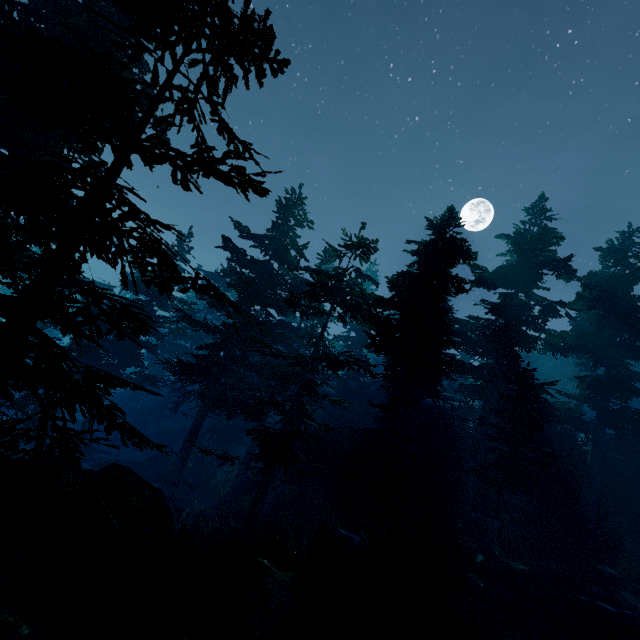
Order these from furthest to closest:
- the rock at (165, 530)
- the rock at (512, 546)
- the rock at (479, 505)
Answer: the rock at (479, 505)
the rock at (512, 546)
the rock at (165, 530)

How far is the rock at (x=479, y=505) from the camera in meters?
22.8

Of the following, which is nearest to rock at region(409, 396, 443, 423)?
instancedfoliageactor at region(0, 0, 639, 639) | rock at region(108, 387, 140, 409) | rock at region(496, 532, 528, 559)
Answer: instancedfoliageactor at region(0, 0, 639, 639)

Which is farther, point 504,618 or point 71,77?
point 504,618

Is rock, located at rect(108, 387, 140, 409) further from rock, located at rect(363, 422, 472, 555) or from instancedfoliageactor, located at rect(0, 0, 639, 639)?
rock, located at rect(363, 422, 472, 555)

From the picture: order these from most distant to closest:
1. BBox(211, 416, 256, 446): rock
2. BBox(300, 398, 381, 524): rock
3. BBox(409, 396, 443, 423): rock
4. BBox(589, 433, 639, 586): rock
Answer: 1. BBox(211, 416, 256, 446): rock
2. BBox(409, 396, 443, 423): rock
3. BBox(300, 398, 381, 524): rock
4. BBox(589, 433, 639, 586): rock

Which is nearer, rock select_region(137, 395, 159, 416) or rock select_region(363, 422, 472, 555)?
rock select_region(363, 422, 472, 555)

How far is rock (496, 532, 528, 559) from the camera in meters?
17.2 m
